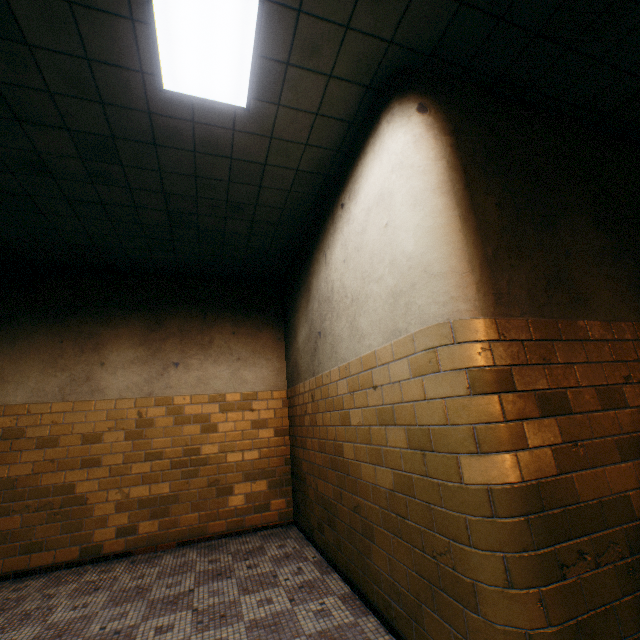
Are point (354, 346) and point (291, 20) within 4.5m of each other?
yes
